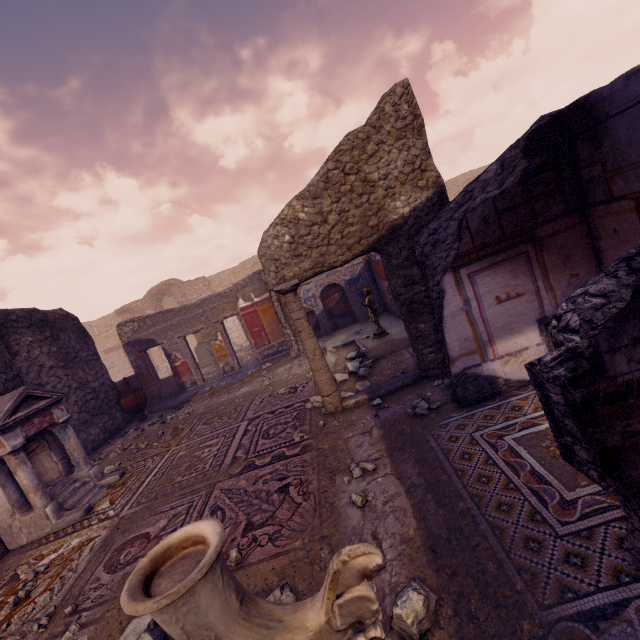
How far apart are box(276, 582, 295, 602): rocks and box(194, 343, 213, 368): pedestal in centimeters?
1415cm

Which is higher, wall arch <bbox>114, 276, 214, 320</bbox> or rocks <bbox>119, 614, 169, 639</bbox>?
wall arch <bbox>114, 276, 214, 320</bbox>

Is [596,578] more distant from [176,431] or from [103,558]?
[176,431]

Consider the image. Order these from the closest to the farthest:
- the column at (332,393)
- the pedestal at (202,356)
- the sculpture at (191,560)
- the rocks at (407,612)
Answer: the sculpture at (191,560), the rocks at (407,612), the column at (332,393), the pedestal at (202,356)

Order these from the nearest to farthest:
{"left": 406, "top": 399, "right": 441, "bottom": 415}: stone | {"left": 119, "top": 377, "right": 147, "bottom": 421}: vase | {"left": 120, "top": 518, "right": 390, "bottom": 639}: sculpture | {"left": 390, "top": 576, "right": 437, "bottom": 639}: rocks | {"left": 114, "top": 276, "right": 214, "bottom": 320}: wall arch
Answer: {"left": 120, "top": 518, "right": 390, "bottom": 639}: sculpture < {"left": 390, "top": 576, "right": 437, "bottom": 639}: rocks < {"left": 406, "top": 399, "right": 441, "bottom": 415}: stone < {"left": 119, "top": 377, "right": 147, "bottom": 421}: vase < {"left": 114, "top": 276, "right": 214, "bottom": 320}: wall arch

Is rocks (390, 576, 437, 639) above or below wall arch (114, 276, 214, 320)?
below

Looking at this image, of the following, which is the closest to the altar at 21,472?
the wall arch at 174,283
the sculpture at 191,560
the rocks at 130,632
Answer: the rocks at 130,632

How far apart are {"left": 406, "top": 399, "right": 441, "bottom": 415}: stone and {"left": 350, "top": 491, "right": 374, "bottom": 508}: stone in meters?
1.3
